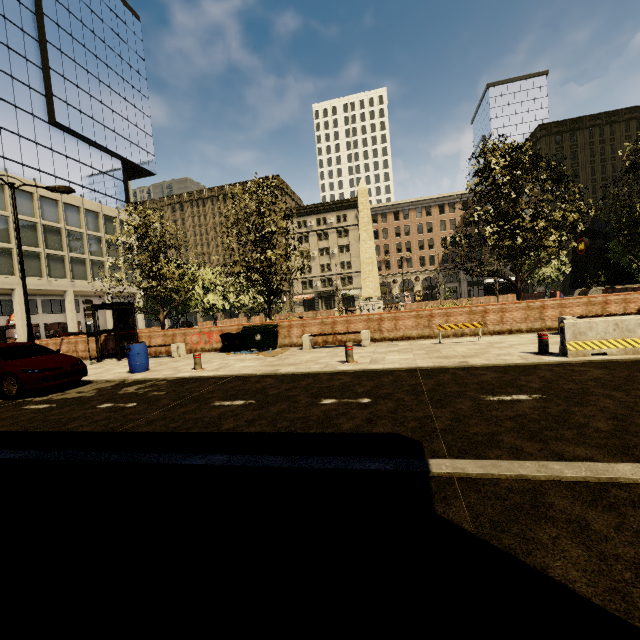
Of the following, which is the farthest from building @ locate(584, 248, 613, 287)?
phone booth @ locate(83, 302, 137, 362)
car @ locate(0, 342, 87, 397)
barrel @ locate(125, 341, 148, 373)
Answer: barrel @ locate(125, 341, 148, 373)

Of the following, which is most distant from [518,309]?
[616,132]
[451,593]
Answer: [616,132]

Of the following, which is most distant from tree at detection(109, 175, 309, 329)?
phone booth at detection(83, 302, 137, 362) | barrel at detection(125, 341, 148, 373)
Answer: barrel at detection(125, 341, 148, 373)

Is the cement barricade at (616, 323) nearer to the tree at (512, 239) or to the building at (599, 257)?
the tree at (512, 239)

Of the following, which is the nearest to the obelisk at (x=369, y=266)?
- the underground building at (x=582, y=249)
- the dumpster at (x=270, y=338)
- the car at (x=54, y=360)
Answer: the dumpster at (x=270, y=338)

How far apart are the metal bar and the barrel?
11.83m

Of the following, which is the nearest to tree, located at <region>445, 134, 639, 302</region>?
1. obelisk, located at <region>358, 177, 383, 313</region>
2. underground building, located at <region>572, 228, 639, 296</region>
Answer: underground building, located at <region>572, 228, 639, 296</region>

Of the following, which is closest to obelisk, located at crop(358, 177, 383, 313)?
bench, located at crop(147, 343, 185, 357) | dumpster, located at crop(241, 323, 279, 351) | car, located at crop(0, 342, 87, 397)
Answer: dumpster, located at crop(241, 323, 279, 351)
